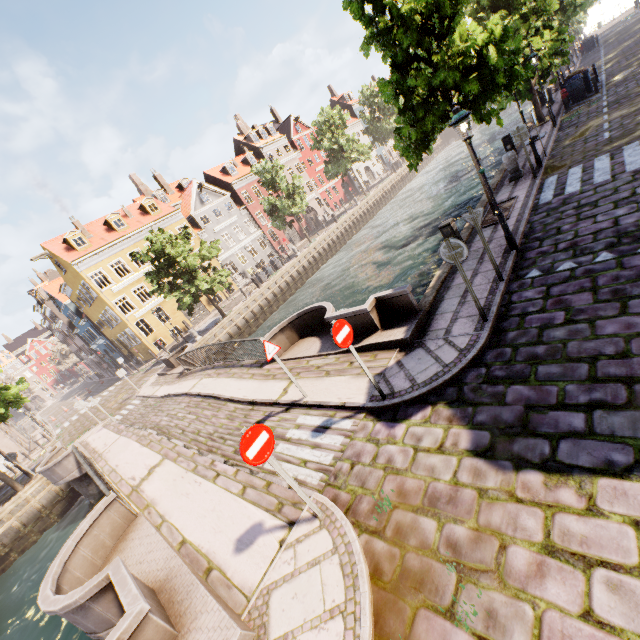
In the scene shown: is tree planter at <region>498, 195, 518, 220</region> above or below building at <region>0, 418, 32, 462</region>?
below

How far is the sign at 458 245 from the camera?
6.0 meters

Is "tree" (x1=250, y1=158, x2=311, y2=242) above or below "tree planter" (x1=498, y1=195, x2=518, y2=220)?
above

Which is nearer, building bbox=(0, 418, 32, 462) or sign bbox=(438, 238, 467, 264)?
sign bbox=(438, 238, 467, 264)

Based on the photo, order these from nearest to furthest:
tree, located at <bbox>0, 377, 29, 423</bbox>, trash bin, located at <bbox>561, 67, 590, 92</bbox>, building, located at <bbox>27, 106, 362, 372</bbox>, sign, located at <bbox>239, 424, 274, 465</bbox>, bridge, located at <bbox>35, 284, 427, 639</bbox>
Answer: sign, located at <bbox>239, 424, 274, 465</bbox>, bridge, located at <bbox>35, 284, 427, 639</bbox>, tree, located at <bbox>0, 377, 29, 423</bbox>, trash bin, located at <bbox>561, 67, 590, 92</bbox>, building, located at <bbox>27, 106, 362, 372</bbox>

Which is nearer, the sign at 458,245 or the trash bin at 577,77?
the sign at 458,245

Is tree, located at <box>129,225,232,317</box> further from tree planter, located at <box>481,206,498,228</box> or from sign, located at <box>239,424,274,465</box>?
sign, located at <box>239,424,274,465</box>

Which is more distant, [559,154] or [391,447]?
[559,154]
